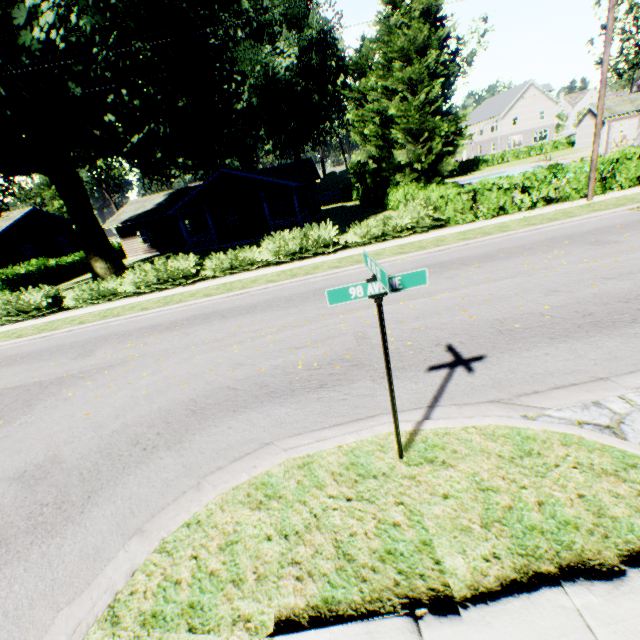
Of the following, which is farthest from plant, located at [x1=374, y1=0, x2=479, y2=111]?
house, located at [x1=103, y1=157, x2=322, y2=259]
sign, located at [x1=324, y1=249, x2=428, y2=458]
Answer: sign, located at [x1=324, y1=249, x2=428, y2=458]

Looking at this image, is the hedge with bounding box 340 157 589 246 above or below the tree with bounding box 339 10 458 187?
below

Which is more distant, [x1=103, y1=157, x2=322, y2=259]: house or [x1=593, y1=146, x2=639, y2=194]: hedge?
[x1=103, y1=157, x2=322, y2=259]: house

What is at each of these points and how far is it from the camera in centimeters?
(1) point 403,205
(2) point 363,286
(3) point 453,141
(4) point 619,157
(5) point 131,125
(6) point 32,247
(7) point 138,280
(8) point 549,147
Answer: (1) hedge, 1831cm
(2) sign, 305cm
(3) plant, 4262cm
(4) hedge, 1488cm
(5) plant, 1559cm
(6) house, 3025cm
(7) hedge, 1573cm
(8) hedge, 5300cm

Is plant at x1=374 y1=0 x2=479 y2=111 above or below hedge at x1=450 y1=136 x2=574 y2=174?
above

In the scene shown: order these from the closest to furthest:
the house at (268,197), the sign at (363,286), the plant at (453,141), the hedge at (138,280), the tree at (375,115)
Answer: the sign at (363,286) → the hedge at (138,280) → the tree at (375,115) → the house at (268,197) → the plant at (453,141)

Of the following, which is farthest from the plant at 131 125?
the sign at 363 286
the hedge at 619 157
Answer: the sign at 363 286

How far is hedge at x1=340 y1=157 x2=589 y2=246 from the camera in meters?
14.9
